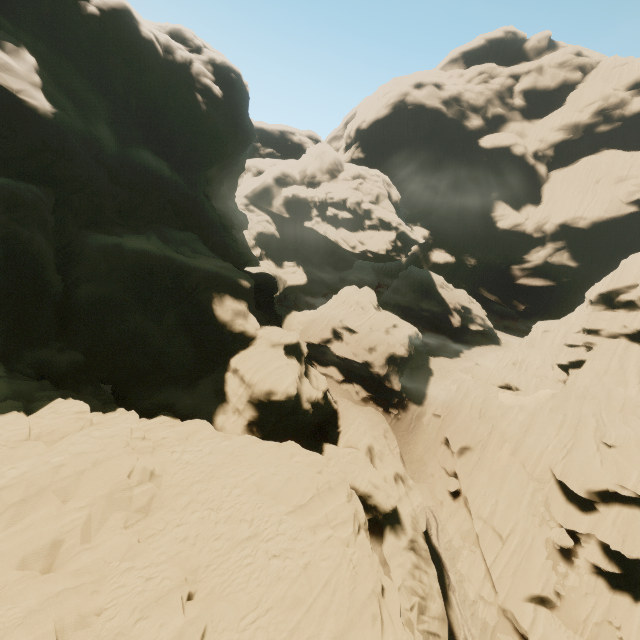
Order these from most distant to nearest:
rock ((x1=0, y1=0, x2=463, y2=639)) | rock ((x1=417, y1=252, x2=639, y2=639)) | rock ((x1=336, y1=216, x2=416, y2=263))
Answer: rock ((x1=336, y1=216, x2=416, y2=263)) → rock ((x1=417, y1=252, x2=639, y2=639)) → rock ((x1=0, y1=0, x2=463, y2=639))

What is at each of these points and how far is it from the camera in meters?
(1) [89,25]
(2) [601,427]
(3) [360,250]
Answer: (1) rock, 29.0 m
(2) rock, 28.1 m
(3) rock, 57.2 m

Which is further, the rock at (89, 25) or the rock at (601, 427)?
the rock at (601, 427)

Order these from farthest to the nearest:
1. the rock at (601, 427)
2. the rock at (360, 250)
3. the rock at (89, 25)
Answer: the rock at (360, 250) < the rock at (601, 427) < the rock at (89, 25)

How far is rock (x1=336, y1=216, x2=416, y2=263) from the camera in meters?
57.2 m

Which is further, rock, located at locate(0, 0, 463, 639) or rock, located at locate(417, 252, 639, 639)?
rock, located at locate(417, 252, 639, 639)
